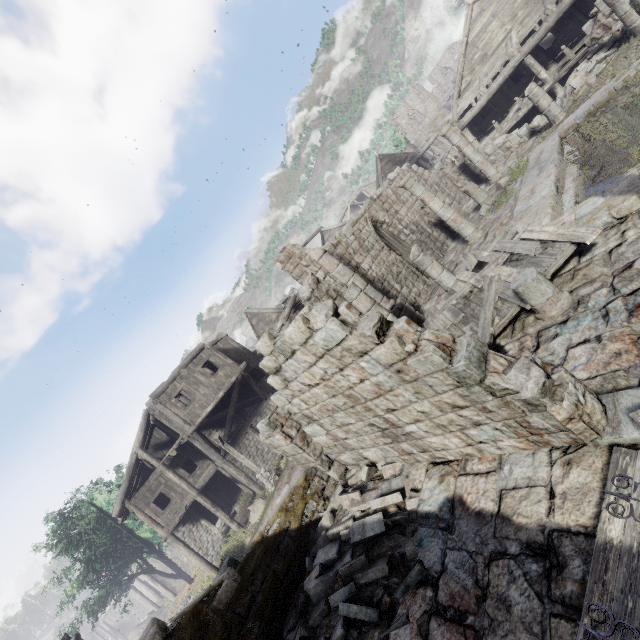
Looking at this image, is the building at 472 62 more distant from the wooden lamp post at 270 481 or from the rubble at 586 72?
the wooden lamp post at 270 481

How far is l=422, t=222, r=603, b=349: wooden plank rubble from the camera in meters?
6.9

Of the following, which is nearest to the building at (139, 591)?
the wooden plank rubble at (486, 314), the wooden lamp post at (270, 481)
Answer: the wooden plank rubble at (486, 314)

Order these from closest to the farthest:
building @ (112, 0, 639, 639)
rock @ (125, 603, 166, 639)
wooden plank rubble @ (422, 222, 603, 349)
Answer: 1. building @ (112, 0, 639, 639)
2. wooden plank rubble @ (422, 222, 603, 349)
3. rock @ (125, 603, 166, 639)

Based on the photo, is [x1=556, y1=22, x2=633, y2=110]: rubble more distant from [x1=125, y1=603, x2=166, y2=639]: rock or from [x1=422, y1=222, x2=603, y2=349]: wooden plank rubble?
[x1=125, y1=603, x2=166, y2=639]: rock

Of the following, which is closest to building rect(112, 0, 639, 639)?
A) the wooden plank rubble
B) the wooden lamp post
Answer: the wooden plank rubble

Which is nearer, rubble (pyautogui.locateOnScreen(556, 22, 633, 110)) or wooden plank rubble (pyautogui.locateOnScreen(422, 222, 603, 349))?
wooden plank rubble (pyautogui.locateOnScreen(422, 222, 603, 349))

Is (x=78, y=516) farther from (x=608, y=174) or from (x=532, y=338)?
(x=608, y=174)
